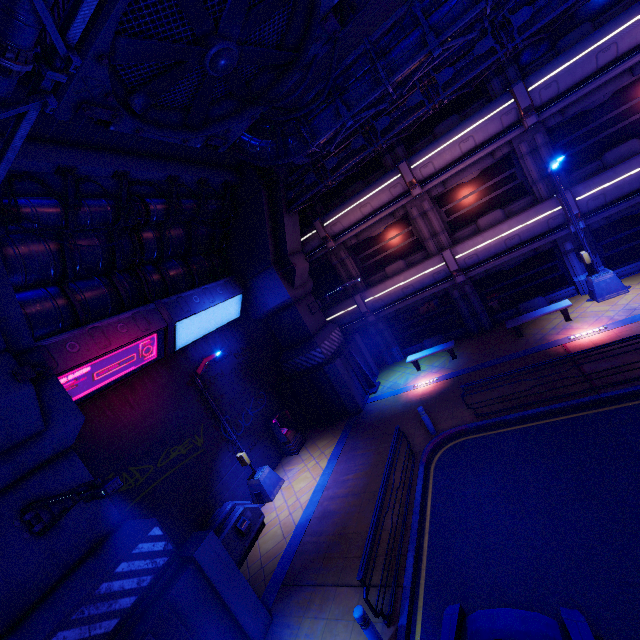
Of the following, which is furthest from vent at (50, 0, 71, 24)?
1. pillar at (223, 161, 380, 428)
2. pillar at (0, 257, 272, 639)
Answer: pillar at (223, 161, 380, 428)

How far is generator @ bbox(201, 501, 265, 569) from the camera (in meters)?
9.93

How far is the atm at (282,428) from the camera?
14.77m

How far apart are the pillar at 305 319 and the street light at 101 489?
10.8 meters

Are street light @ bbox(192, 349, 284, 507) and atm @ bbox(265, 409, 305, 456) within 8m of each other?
yes

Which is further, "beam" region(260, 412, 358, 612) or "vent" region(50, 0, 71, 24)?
"beam" region(260, 412, 358, 612)

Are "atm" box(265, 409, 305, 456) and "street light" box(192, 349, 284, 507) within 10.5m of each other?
yes

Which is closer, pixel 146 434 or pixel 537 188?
pixel 146 434
